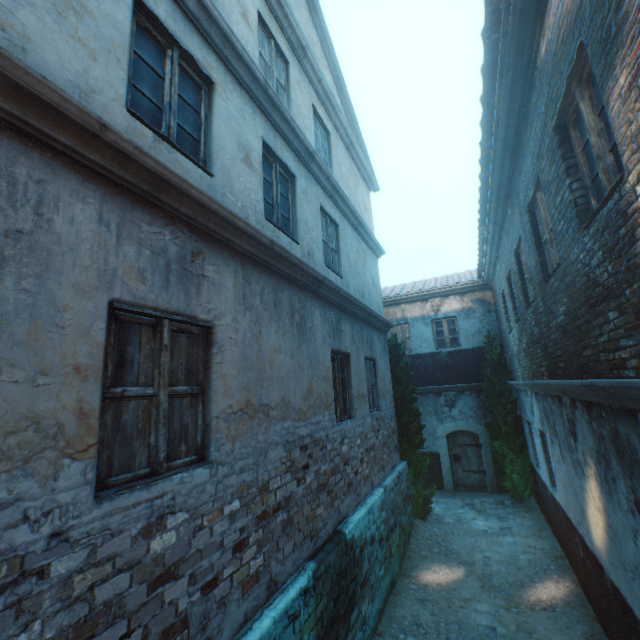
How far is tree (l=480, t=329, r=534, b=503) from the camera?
10.4 meters

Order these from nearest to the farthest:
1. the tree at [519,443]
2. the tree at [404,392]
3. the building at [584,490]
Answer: the building at [584,490] < the tree at [404,392] < the tree at [519,443]

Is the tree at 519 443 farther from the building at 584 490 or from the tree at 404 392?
the building at 584 490

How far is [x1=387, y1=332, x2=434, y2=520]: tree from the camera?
9.48m

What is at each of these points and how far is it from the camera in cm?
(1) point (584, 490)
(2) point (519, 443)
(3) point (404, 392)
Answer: (1) building, 477
(2) tree, 1080
(3) tree, 1004

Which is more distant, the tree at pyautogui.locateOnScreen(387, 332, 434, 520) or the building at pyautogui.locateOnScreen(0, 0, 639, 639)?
the tree at pyautogui.locateOnScreen(387, 332, 434, 520)

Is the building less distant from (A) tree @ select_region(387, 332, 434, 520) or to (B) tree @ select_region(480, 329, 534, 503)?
(B) tree @ select_region(480, 329, 534, 503)
